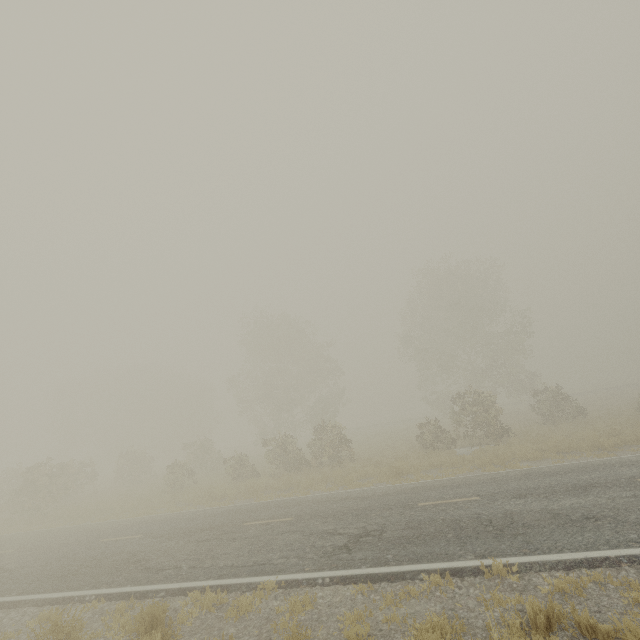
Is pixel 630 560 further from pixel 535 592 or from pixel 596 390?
pixel 596 390
